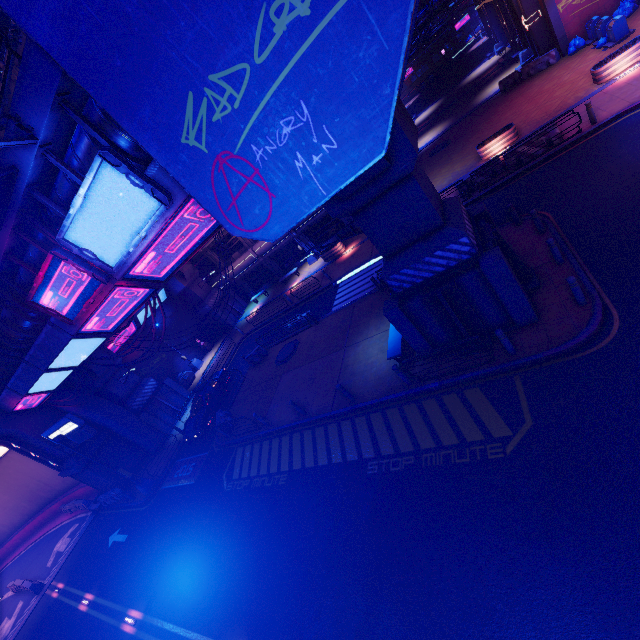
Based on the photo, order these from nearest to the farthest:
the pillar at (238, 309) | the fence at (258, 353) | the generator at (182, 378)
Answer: the fence at (258, 353) < the generator at (182, 378) < the pillar at (238, 309)

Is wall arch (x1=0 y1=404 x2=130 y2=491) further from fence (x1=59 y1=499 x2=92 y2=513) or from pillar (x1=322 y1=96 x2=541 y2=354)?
pillar (x1=322 y1=96 x2=541 y2=354)

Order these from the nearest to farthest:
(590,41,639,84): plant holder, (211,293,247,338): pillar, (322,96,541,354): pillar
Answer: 1. (322,96,541,354): pillar
2. (590,41,639,84): plant holder
3. (211,293,247,338): pillar

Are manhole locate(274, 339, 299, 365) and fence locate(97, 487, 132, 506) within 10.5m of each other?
no

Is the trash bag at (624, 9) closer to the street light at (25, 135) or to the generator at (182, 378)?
the street light at (25, 135)

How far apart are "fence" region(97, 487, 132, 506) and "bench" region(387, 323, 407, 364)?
23.5m

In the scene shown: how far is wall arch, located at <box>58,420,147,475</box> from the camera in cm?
2367

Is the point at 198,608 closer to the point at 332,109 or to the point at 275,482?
the point at 275,482
